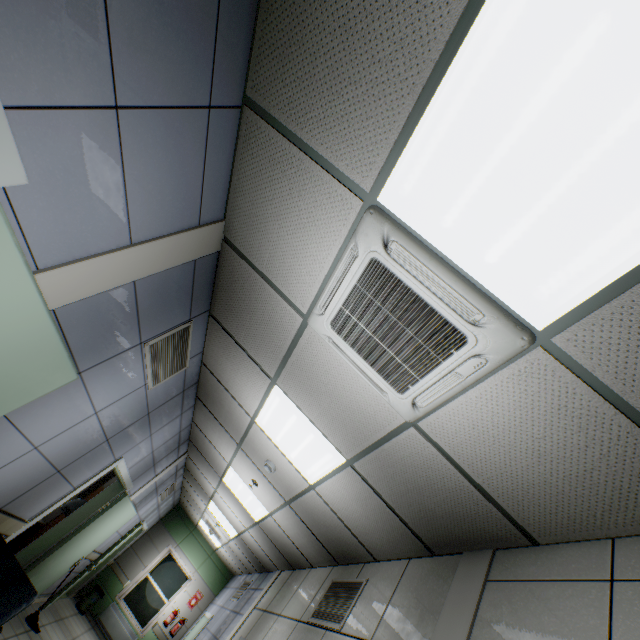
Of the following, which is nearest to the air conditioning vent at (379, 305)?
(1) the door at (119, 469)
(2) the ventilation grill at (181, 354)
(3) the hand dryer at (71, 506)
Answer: (2) the ventilation grill at (181, 354)

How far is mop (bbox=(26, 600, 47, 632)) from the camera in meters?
5.6 m

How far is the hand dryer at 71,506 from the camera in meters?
5.1 m

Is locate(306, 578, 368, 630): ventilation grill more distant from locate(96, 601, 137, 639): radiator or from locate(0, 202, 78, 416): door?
locate(96, 601, 137, 639): radiator

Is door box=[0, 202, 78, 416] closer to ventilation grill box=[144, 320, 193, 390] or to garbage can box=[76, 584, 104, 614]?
ventilation grill box=[144, 320, 193, 390]

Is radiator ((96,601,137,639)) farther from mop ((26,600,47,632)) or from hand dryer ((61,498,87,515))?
hand dryer ((61,498,87,515))

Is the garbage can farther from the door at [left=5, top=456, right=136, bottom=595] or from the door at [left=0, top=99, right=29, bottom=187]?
the door at [left=0, top=99, right=29, bottom=187]

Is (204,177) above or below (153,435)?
above
